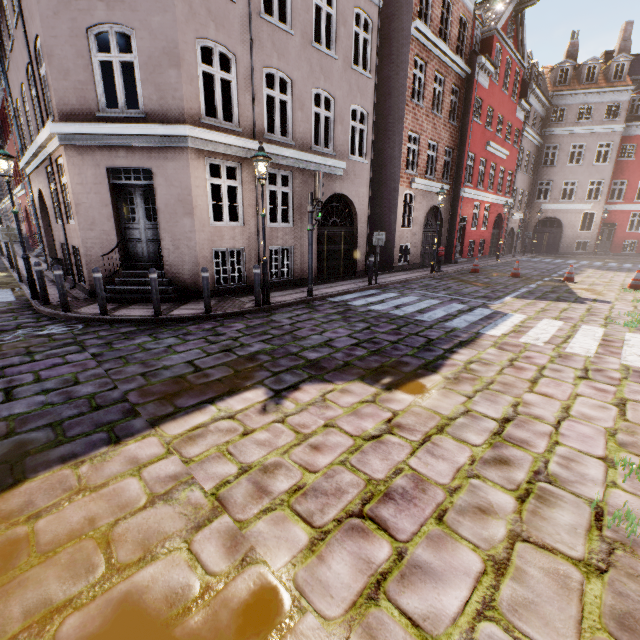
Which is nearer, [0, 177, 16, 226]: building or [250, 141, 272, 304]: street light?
[250, 141, 272, 304]: street light

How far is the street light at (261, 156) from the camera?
7.7m

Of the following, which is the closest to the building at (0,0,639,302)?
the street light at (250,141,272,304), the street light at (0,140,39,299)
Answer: the street light at (0,140,39,299)

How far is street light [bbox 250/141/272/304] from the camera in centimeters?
768cm

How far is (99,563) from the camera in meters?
2.1 m

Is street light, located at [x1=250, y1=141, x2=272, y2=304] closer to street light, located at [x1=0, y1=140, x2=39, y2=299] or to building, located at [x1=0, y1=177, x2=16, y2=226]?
building, located at [x1=0, y1=177, x2=16, y2=226]

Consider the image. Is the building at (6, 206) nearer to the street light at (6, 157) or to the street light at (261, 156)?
the street light at (6, 157)
